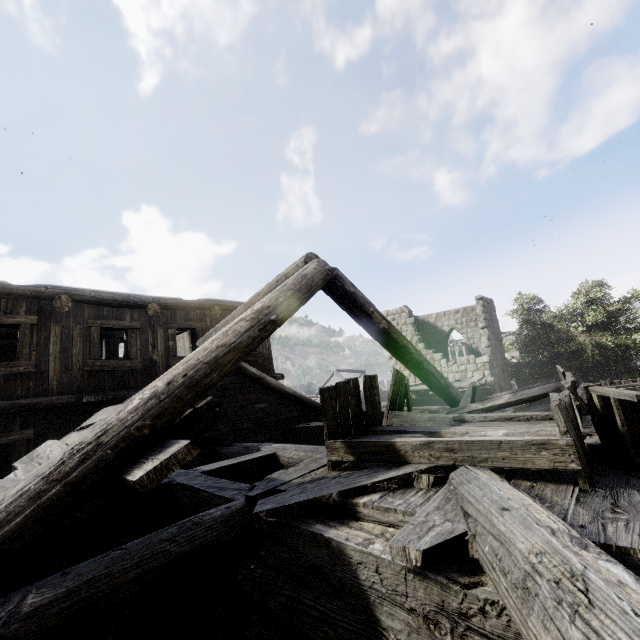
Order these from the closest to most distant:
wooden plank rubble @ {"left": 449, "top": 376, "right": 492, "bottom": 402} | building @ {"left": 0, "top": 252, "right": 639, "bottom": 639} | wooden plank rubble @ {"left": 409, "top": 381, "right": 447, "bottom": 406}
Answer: building @ {"left": 0, "top": 252, "right": 639, "bottom": 639}
wooden plank rubble @ {"left": 449, "top": 376, "right": 492, "bottom": 402}
wooden plank rubble @ {"left": 409, "top": 381, "right": 447, "bottom": 406}

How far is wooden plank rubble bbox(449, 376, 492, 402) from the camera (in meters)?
16.16

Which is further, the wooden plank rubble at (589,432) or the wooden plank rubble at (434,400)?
the wooden plank rubble at (434,400)

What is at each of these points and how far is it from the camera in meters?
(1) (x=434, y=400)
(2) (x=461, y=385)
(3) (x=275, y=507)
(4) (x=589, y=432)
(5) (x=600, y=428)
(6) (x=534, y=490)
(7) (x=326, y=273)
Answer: (1) wooden plank rubble, 18.0
(2) wooden plank rubble, 16.6
(3) wooden plank rubble, 2.6
(4) wooden plank rubble, 3.4
(5) broken furniture, 2.7
(6) wooden plank rubble, 2.2
(7) building, 5.0

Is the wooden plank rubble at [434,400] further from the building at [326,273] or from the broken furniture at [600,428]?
the broken furniture at [600,428]

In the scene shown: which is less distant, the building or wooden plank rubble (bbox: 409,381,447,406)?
the building

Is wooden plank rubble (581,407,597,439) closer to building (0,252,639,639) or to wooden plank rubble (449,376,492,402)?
building (0,252,639,639)

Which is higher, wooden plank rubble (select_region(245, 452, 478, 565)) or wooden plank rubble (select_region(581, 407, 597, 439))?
wooden plank rubble (select_region(581, 407, 597, 439))
